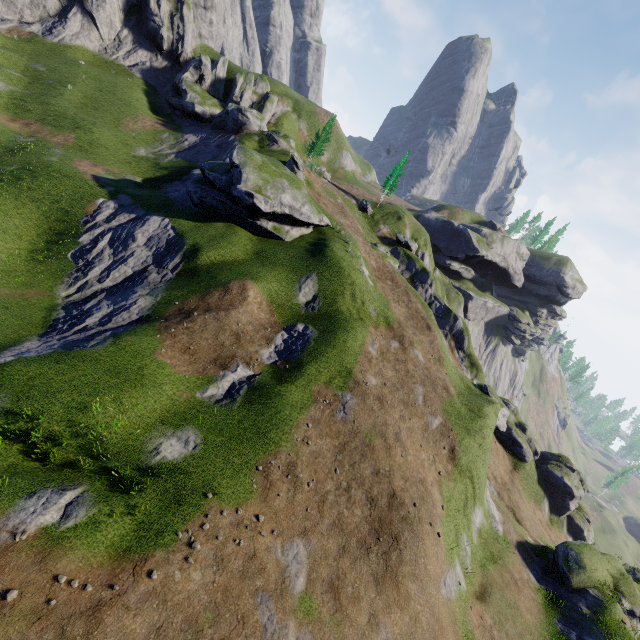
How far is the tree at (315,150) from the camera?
56.94m

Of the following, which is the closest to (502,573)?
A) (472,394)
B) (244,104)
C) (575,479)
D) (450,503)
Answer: (450,503)

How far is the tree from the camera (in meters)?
56.94
